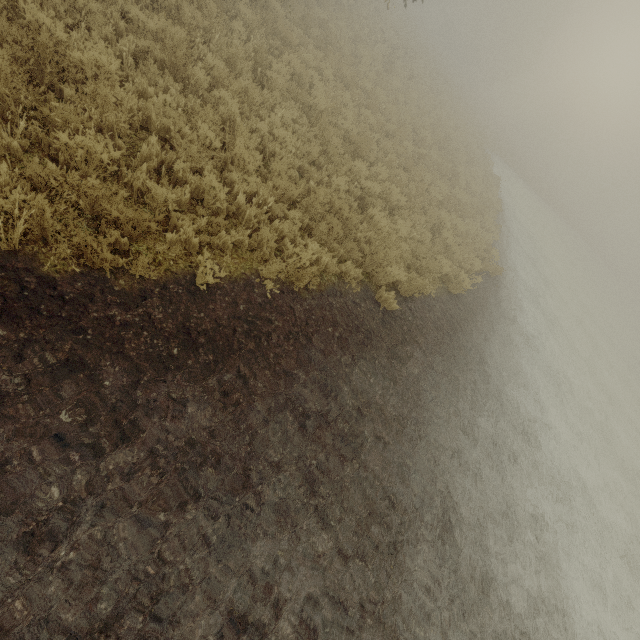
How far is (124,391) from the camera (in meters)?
3.54
